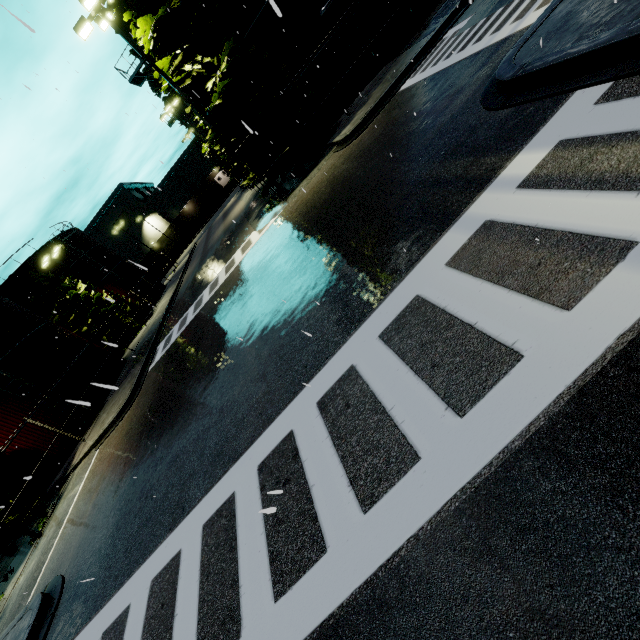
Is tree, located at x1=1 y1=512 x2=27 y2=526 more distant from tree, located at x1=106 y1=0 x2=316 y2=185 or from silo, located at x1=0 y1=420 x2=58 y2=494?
tree, located at x1=106 y1=0 x2=316 y2=185

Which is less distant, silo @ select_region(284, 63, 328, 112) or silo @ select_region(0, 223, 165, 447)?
silo @ select_region(284, 63, 328, 112)

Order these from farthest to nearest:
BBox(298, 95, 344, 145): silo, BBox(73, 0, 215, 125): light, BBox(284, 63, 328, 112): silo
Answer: BBox(298, 95, 344, 145): silo, BBox(284, 63, 328, 112): silo, BBox(73, 0, 215, 125): light

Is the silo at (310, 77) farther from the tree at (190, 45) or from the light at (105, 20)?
the light at (105, 20)

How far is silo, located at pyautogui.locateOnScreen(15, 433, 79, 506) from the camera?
17.6m

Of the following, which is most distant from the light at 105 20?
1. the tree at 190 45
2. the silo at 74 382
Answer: the silo at 74 382

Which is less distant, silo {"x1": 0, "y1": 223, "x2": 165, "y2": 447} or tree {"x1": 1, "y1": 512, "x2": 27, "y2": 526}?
tree {"x1": 1, "y1": 512, "x2": 27, "y2": 526}

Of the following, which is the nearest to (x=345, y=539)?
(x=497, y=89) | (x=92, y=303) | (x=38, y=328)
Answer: (x=497, y=89)
